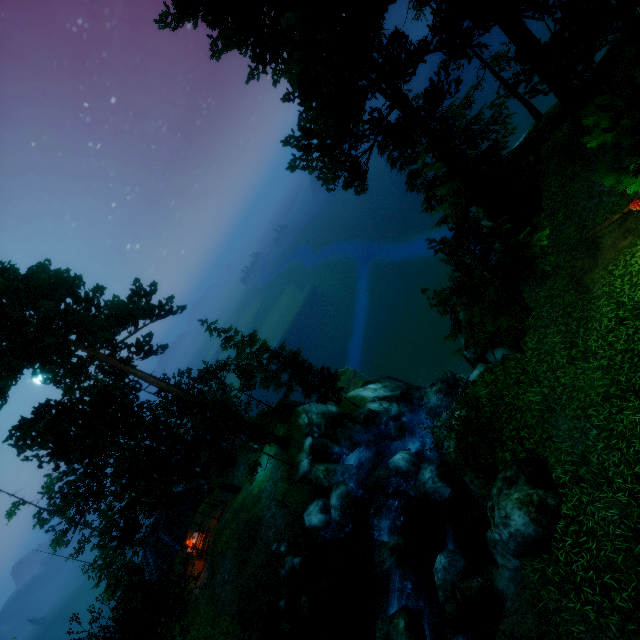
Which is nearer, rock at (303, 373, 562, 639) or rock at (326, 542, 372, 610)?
rock at (303, 373, 562, 639)

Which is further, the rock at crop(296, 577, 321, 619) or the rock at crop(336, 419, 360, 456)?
the rock at crop(336, 419, 360, 456)

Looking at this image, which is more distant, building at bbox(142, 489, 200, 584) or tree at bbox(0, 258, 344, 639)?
building at bbox(142, 489, 200, 584)

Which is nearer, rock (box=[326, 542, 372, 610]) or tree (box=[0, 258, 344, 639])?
rock (box=[326, 542, 372, 610])

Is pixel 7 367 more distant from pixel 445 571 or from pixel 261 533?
pixel 445 571

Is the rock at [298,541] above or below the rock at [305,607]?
above

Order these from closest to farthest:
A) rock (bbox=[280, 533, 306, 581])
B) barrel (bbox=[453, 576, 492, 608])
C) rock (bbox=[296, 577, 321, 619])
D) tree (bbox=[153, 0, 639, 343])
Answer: tree (bbox=[153, 0, 639, 343]) < barrel (bbox=[453, 576, 492, 608]) < rock (bbox=[296, 577, 321, 619]) < rock (bbox=[280, 533, 306, 581])

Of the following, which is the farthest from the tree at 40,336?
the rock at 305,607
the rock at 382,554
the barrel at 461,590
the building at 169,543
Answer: the barrel at 461,590
